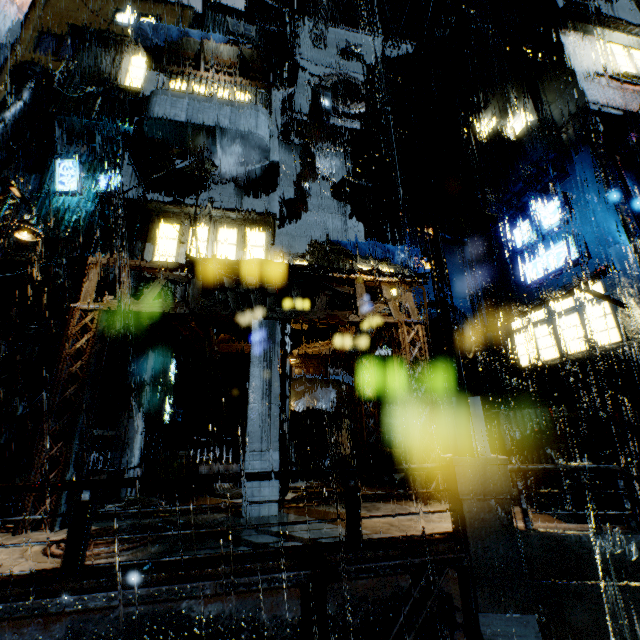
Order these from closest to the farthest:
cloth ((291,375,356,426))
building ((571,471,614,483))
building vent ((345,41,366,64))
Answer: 1. building ((571,471,614,483))
2. cloth ((291,375,356,426))
3. building vent ((345,41,366,64))

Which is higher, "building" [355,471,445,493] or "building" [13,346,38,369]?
"building" [13,346,38,369]

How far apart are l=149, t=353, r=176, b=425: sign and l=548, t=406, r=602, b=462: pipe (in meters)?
16.56

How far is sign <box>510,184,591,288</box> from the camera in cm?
1606

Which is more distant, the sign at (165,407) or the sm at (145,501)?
the sign at (165,407)

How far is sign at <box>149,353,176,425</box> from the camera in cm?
1383

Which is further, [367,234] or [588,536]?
[367,234]

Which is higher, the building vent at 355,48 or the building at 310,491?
the building vent at 355,48
